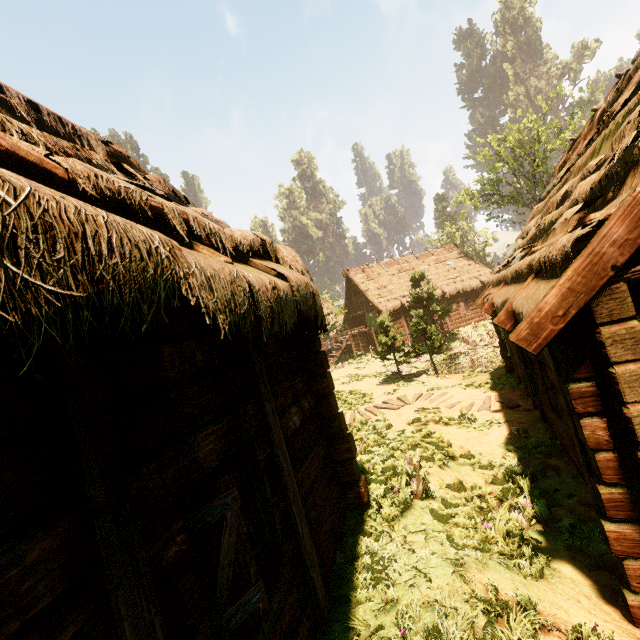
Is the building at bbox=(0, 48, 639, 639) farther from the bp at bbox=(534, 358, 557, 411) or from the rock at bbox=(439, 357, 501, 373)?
the rock at bbox=(439, 357, 501, 373)

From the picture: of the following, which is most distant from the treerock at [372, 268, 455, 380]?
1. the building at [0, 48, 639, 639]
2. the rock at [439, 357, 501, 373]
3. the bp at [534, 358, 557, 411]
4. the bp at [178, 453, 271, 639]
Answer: the bp at [534, 358, 557, 411]

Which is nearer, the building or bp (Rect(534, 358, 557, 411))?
the building

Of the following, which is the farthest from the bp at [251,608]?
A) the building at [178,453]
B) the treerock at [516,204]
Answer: the treerock at [516,204]

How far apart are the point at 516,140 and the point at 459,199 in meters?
7.1

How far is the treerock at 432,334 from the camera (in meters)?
16.58

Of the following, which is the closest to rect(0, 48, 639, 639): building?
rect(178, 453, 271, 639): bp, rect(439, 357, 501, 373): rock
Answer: rect(178, 453, 271, 639): bp

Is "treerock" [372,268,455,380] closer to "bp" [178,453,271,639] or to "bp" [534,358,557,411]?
"bp" [178,453,271,639]
